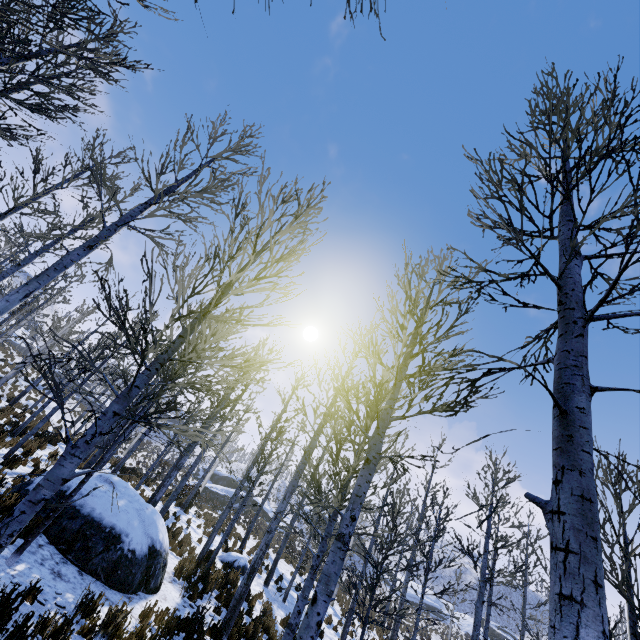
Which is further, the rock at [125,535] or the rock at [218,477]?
the rock at [218,477]

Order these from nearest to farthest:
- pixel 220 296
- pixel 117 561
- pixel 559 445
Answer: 1. pixel 559 445
2. pixel 220 296
3. pixel 117 561

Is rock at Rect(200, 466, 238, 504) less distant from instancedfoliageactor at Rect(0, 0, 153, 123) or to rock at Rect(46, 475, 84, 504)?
instancedfoliageactor at Rect(0, 0, 153, 123)

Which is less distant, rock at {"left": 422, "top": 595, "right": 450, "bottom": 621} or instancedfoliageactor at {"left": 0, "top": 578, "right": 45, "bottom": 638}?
instancedfoliageactor at {"left": 0, "top": 578, "right": 45, "bottom": 638}

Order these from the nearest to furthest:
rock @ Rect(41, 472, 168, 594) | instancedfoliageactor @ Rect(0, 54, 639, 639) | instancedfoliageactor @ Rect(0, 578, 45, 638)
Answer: instancedfoliageactor @ Rect(0, 54, 639, 639), instancedfoliageactor @ Rect(0, 578, 45, 638), rock @ Rect(41, 472, 168, 594)

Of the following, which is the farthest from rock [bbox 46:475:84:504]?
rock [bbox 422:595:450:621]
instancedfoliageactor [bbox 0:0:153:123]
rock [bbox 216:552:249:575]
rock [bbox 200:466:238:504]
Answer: rock [bbox 422:595:450:621]

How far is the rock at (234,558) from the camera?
14.1m

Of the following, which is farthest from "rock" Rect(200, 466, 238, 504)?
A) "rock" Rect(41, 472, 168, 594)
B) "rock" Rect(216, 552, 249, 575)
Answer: "rock" Rect(41, 472, 168, 594)
